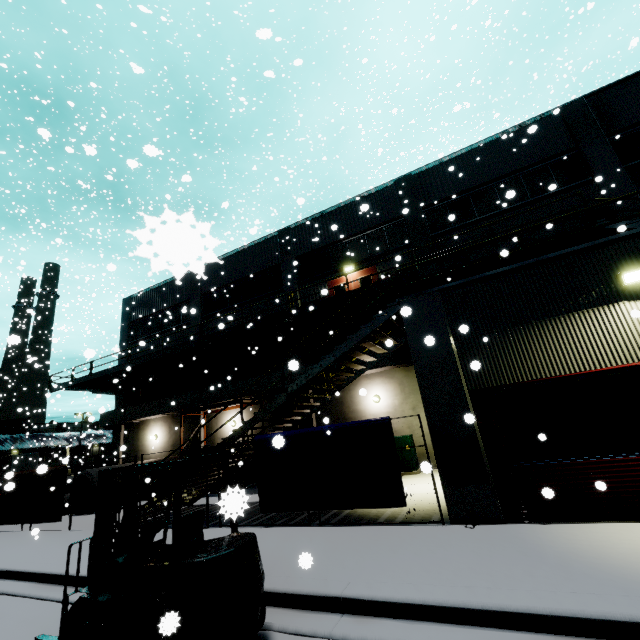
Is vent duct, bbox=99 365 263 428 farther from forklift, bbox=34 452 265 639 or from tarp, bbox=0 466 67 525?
forklift, bbox=34 452 265 639

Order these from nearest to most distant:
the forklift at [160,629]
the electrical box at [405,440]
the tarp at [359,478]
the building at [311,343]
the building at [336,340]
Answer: the forklift at [160,629], the tarp at [359,478], the electrical box at [405,440], the building at [336,340], the building at [311,343]

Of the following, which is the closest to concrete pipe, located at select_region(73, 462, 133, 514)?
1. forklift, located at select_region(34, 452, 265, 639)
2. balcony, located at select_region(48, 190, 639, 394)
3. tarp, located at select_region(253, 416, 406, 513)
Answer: tarp, located at select_region(253, 416, 406, 513)

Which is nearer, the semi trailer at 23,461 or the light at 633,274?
the light at 633,274

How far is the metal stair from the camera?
8.7 meters

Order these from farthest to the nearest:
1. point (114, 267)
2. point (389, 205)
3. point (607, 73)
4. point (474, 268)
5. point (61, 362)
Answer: point (61, 362) → point (607, 73) → point (389, 205) → point (474, 268) → point (114, 267)

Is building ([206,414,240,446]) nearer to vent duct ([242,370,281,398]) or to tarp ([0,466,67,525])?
vent duct ([242,370,281,398])

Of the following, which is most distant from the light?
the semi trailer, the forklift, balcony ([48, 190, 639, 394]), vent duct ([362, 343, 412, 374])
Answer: the semi trailer
